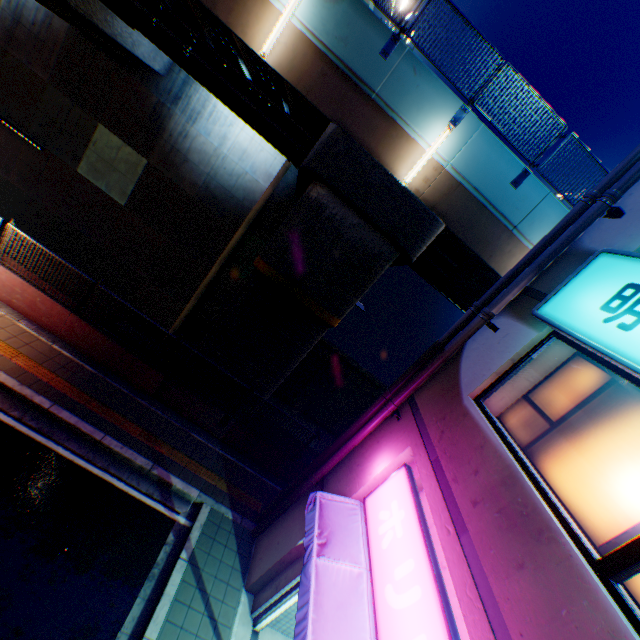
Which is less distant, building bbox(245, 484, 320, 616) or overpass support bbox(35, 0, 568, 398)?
building bbox(245, 484, 320, 616)

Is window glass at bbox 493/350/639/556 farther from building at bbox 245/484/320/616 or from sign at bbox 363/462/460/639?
sign at bbox 363/462/460/639

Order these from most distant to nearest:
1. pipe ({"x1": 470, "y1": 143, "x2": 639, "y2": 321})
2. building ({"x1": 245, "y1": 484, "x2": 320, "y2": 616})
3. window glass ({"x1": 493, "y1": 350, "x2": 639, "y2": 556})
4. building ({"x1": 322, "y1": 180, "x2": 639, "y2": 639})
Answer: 1. building ({"x1": 245, "y1": 484, "x2": 320, "y2": 616})
2. pipe ({"x1": 470, "y1": 143, "x2": 639, "y2": 321})
3. window glass ({"x1": 493, "y1": 350, "x2": 639, "y2": 556})
4. building ({"x1": 322, "y1": 180, "x2": 639, "y2": 639})

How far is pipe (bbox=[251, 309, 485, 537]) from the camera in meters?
6.1

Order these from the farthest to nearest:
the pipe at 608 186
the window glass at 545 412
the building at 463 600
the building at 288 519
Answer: the building at 288 519 < the pipe at 608 186 < the window glass at 545 412 < the building at 463 600

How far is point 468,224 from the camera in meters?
9.8

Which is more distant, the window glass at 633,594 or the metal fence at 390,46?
the metal fence at 390,46

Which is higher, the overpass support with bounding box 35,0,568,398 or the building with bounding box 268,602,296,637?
the overpass support with bounding box 35,0,568,398
